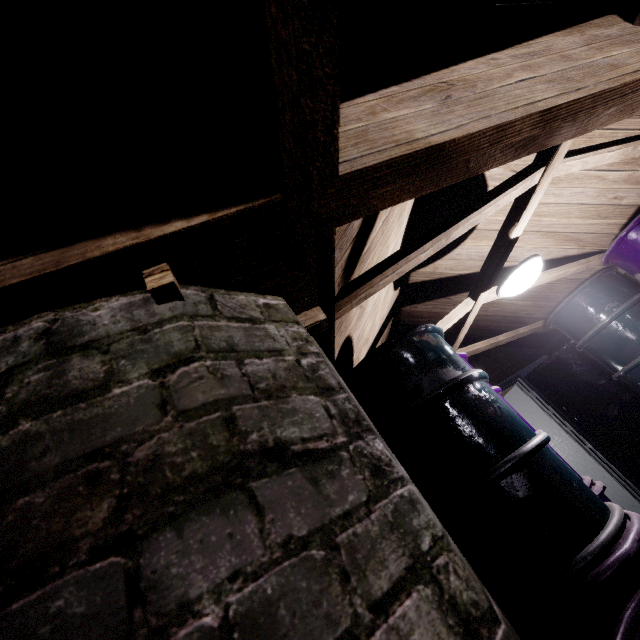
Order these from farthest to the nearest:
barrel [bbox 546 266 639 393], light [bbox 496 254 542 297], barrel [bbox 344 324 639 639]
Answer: barrel [bbox 546 266 639 393] < light [bbox 496 254 542 297] < barrel [bbox 344 324 639 639]

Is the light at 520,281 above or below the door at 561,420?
above

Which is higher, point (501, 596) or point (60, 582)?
point (60, 582)

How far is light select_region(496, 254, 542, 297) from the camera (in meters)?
1.96

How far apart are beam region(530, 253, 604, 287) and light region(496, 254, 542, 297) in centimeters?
17cm

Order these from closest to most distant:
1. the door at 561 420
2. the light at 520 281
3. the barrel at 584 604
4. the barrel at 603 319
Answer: the barrel at 584 604 → the light at 520 281 → the barrel at 603 319 → the door at 561 420

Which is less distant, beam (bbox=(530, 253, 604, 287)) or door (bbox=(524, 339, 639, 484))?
beam (bbox=(530, 253, 604, 287))

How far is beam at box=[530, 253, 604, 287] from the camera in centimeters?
262cm
